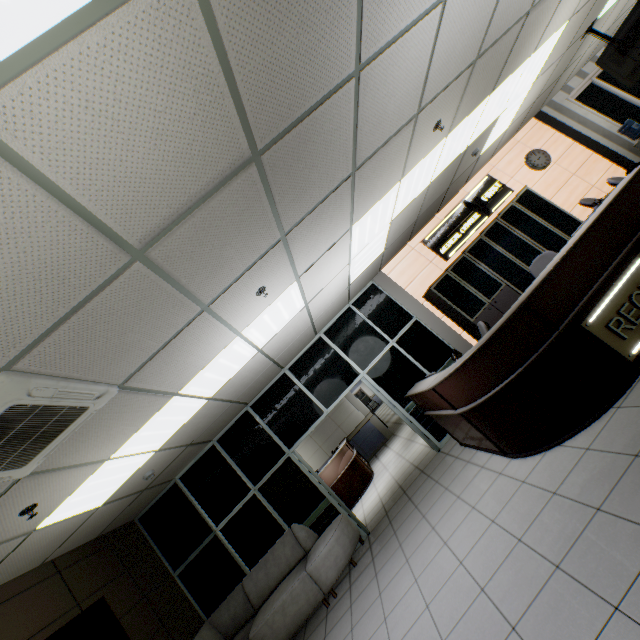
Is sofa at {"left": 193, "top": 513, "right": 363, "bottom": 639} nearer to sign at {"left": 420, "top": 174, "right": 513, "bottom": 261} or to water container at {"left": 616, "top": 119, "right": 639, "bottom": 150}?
sign at {"left": 420, "top": 174, "right": 513, "bottom": 261}

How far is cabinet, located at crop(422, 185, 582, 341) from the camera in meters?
6.3 m

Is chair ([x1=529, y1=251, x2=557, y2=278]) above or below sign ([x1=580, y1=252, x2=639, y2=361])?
above

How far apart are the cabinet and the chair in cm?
118

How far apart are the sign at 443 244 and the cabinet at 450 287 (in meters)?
0.18

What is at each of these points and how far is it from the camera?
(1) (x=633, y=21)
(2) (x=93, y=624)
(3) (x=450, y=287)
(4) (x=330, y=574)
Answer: (1) tv, 5.55m
(2) tv, 4.09m
(3) cabinet, 6.45m
(4) sofa, 4.96m

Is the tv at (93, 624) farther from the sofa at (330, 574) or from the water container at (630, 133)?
the water container at (630, 133)

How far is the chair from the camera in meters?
5.0 m
